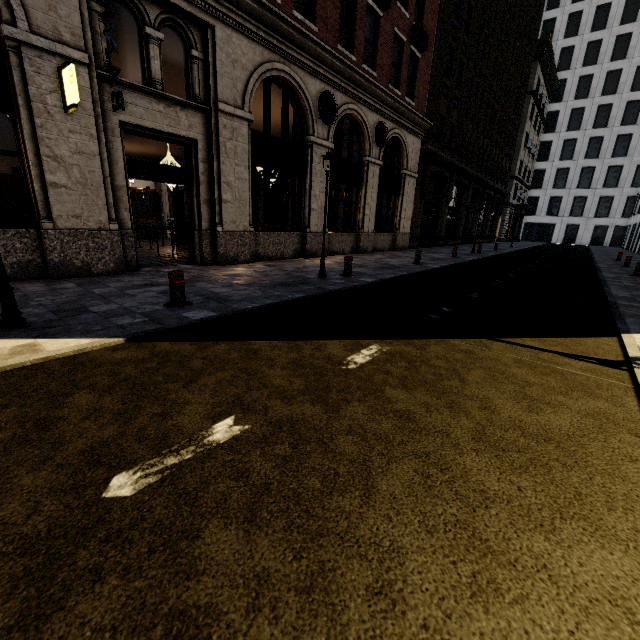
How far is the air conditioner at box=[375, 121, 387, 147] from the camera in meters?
14.2 m

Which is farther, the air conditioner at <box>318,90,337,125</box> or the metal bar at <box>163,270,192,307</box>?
the air conditioner at <box>318,90,337,125</box>

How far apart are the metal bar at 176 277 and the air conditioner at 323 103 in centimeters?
914cm

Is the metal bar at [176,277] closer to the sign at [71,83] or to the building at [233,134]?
the building at [233,134]

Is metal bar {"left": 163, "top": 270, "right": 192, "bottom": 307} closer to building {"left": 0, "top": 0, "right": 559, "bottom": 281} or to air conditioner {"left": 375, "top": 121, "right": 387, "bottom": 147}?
building {"left": 0, "top": 0, "right": 559, "bottom": 281}

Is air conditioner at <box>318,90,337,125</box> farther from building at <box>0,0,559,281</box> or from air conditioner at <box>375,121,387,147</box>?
air conditioner at <box>375,121,387,147</box>

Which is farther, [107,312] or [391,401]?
[107,312]

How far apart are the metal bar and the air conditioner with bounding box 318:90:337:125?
9.1m
